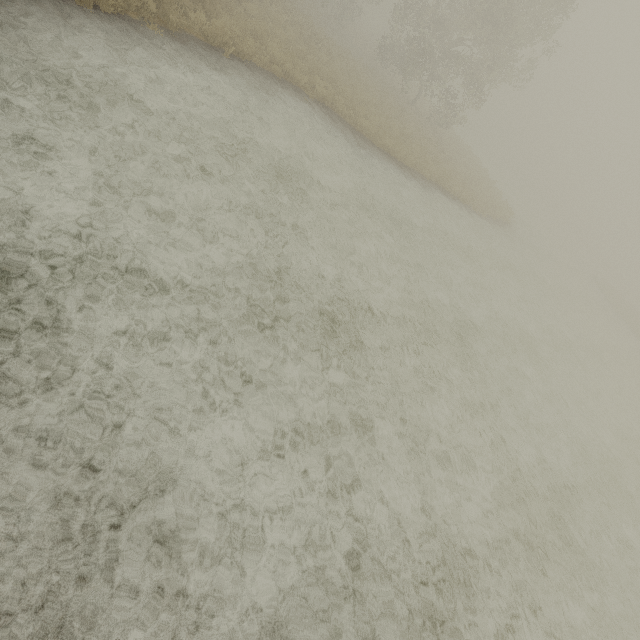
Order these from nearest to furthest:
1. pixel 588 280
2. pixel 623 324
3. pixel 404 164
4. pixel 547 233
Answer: pixel 404 164 < pixel 623 324 < pixel 588 280 < pixel 547 233
